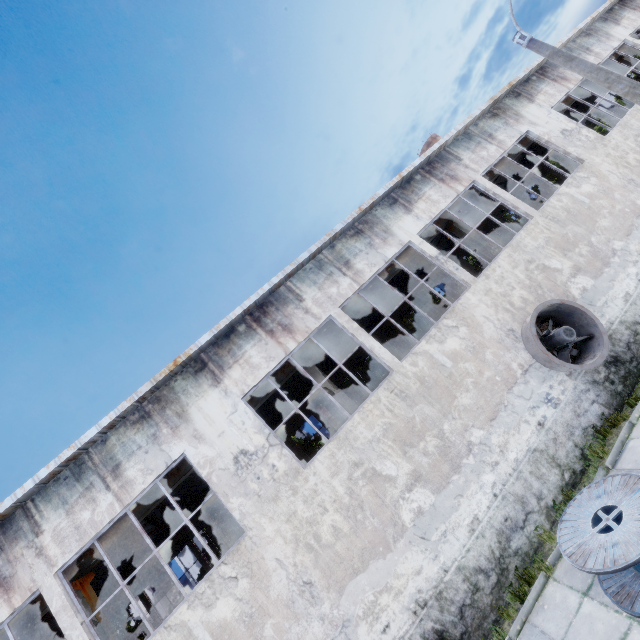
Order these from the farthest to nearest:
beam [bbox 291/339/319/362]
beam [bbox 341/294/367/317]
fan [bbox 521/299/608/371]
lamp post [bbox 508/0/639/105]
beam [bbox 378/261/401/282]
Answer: beam [bbox 378/261/401/282] < beam [bbox 341/294/367/317] < beam [bbox 291/339/319/362] < fan [bbox 521/299/608/371] < lamp post [bbox 508/0/639/105]

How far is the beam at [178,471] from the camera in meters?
10.9 m

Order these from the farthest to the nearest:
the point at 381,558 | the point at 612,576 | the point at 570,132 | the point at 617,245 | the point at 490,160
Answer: the point at 570,132, the point at 490,160, the point at 617,245, the point at 381,558, the point at 612,576

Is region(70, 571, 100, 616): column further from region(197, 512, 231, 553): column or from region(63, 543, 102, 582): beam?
region(197, 512, 231, 553): column

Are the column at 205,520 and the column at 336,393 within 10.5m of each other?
no

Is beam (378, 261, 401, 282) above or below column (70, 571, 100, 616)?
above

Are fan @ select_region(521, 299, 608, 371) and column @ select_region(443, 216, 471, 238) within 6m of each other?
yes

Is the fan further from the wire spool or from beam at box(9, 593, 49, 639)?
beam at box(9, 593, 49, 639)
